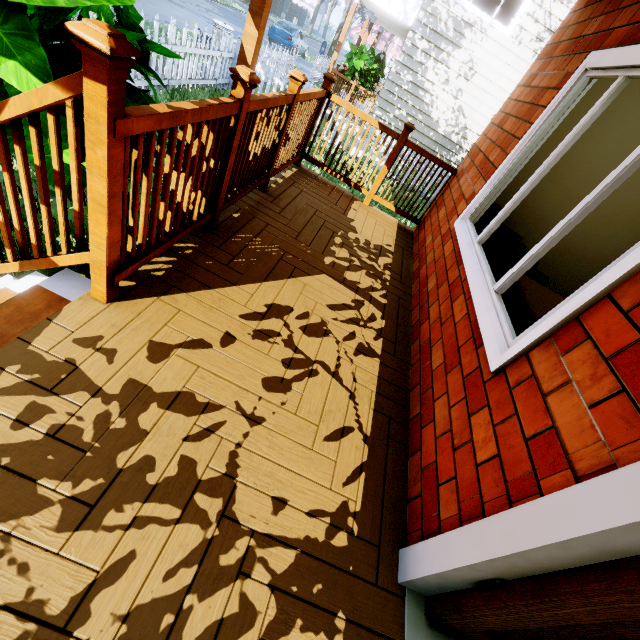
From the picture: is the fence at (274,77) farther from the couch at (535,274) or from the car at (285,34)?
the car at (285,34)

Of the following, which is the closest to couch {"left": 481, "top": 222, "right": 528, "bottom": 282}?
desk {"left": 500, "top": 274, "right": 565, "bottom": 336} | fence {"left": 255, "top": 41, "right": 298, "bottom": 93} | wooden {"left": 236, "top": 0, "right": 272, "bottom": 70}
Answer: desk {"left": 500, "top": 274, "right": 565, "bottom": 336}

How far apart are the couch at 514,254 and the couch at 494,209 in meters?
0.3

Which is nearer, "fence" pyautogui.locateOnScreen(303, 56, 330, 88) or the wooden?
the wooden

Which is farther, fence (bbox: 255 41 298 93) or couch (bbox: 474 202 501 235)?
fence (bbox: 255 41 298 93)

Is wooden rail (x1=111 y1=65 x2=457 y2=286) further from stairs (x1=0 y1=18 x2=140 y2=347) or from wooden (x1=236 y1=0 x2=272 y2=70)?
wooden (x1=236 y1=0 x2=272 y2=70)

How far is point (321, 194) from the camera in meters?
4.1

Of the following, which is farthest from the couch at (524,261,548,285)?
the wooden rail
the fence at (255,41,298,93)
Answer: the fence at (255,41,298,93)
